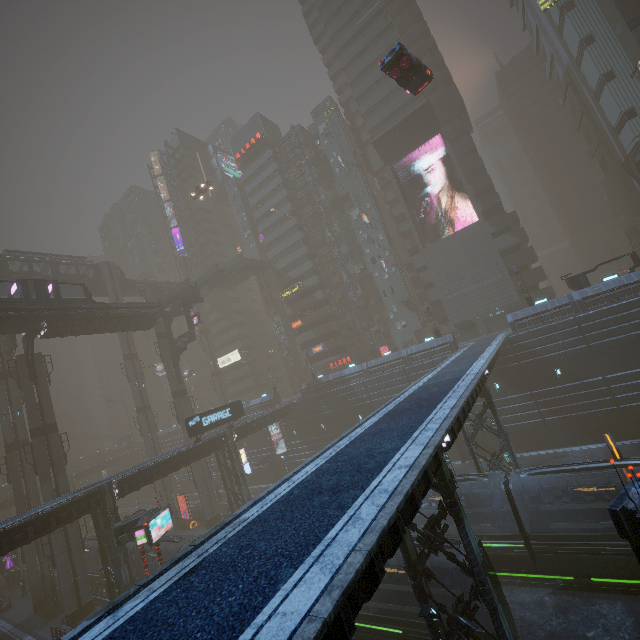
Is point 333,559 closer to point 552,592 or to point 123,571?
point 552,592

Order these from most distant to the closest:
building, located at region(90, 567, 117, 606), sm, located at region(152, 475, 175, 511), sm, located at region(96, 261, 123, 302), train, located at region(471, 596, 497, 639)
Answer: sm, located at region(96, 261, 123, 302), sm, located at region(152, 475, 175, 511), building, located at region(90, 567, 117, 606), train, located at region(471, 596, 497, 639)

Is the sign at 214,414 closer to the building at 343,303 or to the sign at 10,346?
the building at 343,303

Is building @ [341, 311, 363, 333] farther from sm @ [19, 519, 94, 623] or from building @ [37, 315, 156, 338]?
building @ [37, 315, 156, 338]

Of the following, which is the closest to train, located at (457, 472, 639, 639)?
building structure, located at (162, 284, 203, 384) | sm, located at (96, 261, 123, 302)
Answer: sm, located at (96, 261, 123, 302)

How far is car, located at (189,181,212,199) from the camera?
50.14m

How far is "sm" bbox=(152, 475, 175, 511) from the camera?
49.5 meters

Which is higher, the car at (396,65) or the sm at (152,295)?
the sm at (152,295)
